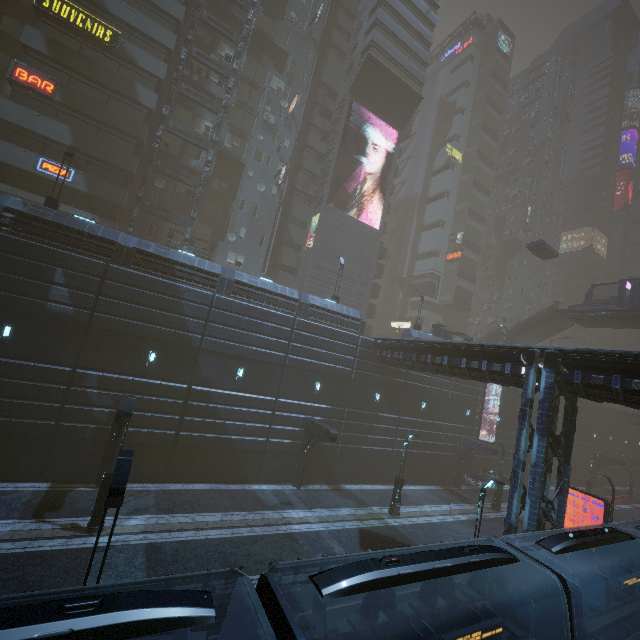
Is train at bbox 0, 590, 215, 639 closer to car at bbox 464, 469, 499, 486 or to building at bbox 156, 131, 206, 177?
building at bbox 156, 131, 206, 177

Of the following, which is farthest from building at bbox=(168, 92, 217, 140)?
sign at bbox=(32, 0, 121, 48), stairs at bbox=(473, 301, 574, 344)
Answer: stairs at bbox=(473, 301, 574, 344)

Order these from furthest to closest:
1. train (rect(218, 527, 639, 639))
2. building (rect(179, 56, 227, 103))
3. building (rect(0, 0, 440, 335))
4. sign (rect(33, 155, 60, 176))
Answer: building (rect(179, 56, 227, 103)), sign (rect(33, 155, 60, 176)), building (rect(0, 0, 440, 335)), train (rect(218, 527, 639, 639))

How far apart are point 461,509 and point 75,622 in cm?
2853

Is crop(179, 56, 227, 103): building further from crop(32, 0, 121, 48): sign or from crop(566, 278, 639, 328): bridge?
crop(566, 278, 639, 328): bridge

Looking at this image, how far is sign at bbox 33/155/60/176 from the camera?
23.8 meters

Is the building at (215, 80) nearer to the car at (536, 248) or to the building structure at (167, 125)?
the building structure at (167, 125)

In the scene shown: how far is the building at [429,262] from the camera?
35.8m
